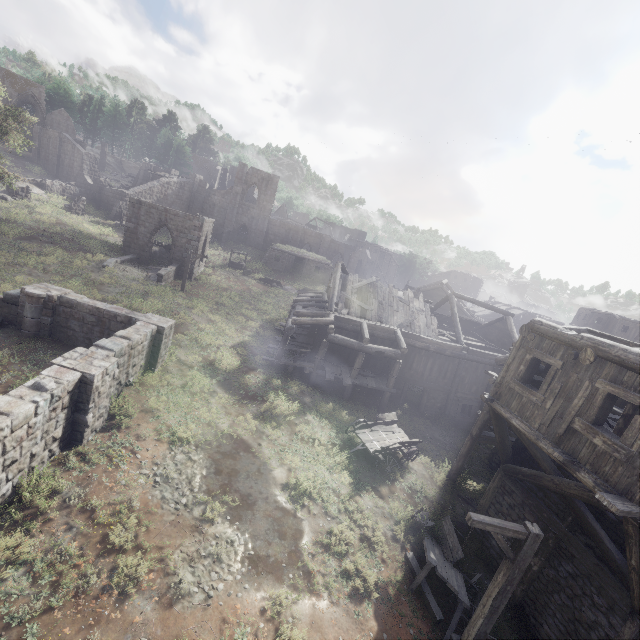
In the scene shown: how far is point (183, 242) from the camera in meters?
28.2

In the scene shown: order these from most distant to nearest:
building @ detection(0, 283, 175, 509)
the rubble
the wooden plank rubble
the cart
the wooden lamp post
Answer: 1. the rubble
2. the wooden plank rubble
3. the cart
4. building @ detection(0, 283, 175, 509)
5. the wooden lamp post

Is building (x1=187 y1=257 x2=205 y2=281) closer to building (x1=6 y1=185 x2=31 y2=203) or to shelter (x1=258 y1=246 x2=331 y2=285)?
shelter (x1=258 y1=246 x2=331 y2=285)

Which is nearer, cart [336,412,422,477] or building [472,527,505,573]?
building [472,527,505,573]

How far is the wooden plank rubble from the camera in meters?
21.8 m

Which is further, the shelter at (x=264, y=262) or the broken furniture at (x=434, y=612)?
the shelter at (x=264, y=262)

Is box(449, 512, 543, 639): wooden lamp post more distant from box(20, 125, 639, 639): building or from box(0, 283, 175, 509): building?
box(0, 283, 175, 509): building

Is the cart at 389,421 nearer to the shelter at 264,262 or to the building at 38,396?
the building at 38,396
